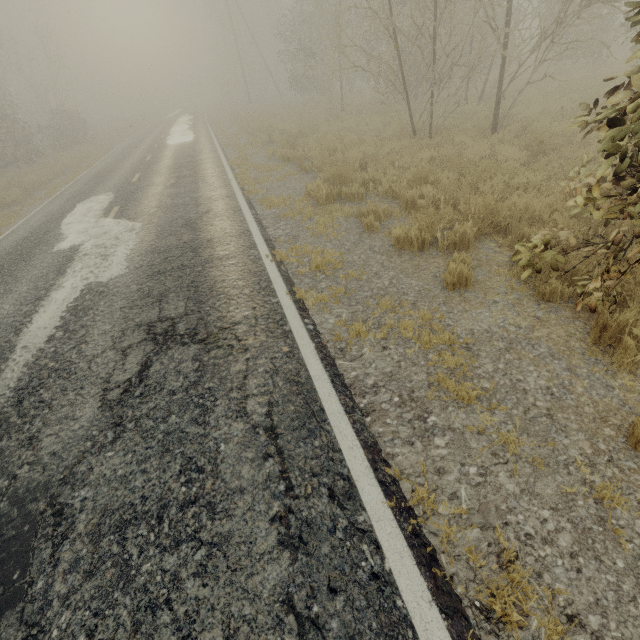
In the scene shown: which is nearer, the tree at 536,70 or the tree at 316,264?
the tree at 536,70

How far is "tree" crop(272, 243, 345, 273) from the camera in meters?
5.3

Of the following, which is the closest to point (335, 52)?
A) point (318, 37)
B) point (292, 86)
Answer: point (318, 37)

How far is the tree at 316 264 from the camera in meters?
5.3 m

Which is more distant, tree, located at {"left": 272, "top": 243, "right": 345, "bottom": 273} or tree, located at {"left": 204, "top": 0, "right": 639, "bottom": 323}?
tree, located at {"left": 272, "top": 243, "right": 345, "bottom": 273}

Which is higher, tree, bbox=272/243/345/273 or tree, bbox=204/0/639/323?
tree, bbox=204/0/639/323
